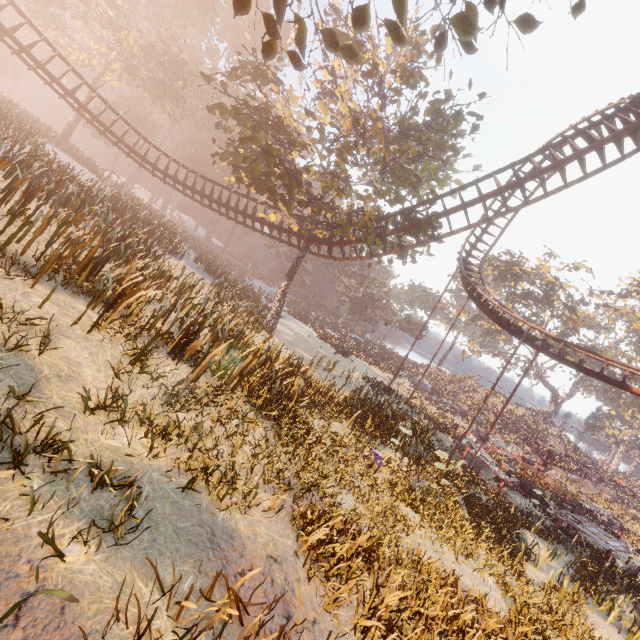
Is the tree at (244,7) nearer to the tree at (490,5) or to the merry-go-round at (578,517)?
the tree at (490,5)

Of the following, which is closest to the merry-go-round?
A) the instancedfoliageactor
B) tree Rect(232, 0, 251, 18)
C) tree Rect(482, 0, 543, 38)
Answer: the instancedfoliageactor

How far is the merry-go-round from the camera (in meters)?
18.52

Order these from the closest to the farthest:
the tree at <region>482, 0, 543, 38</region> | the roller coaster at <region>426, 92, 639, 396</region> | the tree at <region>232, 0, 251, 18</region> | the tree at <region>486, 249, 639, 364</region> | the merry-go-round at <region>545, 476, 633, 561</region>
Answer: the tree at <region>482, 0, 543, 38</region>, the tree at <region>232, 0, 251, 18</region>, the roller coaster at <region>426, 92, 639, 396</region>, the merry-go-round at <region>545, 476, 633, 561</region>, the tree at <region>486, 249, 639, 364</region>

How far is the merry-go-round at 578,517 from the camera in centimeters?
1852cm

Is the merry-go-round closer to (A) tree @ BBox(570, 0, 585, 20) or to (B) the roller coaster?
(B) the roller coaster

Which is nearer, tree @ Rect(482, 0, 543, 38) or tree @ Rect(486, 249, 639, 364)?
tree @ Rect(482, 0, 543, 38)

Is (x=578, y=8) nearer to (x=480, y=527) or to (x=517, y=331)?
(x=480, y=527)
